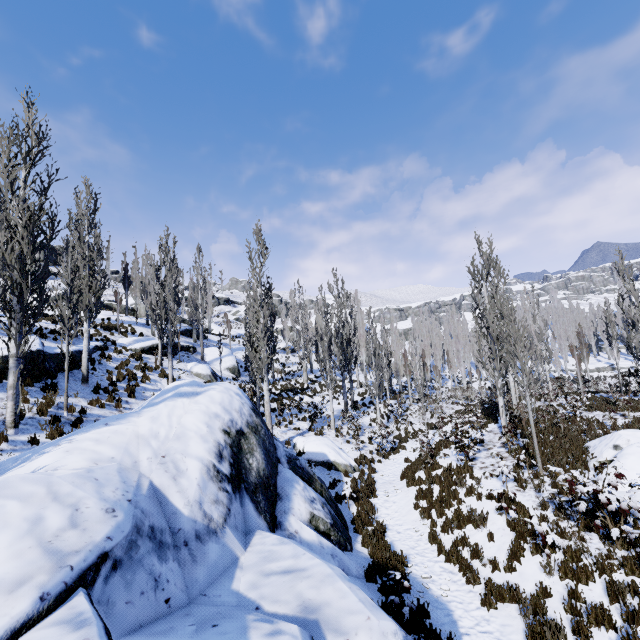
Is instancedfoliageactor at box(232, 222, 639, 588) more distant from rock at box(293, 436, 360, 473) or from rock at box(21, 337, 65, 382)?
rock at box(293, 436, 360, 473)

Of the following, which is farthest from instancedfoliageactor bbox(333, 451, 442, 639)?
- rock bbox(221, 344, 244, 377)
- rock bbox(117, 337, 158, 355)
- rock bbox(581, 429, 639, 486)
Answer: rock bbox(581, 429, 639, 486)

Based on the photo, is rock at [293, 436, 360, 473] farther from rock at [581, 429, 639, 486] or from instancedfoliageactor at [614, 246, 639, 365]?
rock at [581, 429, 639, 486]

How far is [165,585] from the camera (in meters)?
3.84

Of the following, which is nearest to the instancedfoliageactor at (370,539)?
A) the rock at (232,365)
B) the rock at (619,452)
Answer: the rock at (232,365)

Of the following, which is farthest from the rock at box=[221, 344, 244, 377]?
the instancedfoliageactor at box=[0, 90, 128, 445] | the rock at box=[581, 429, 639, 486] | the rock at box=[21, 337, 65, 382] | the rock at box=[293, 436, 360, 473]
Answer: the rock at box=[581, 429, 639, 486]

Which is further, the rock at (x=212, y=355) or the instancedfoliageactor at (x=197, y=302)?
the rock at (x=212, y=355)

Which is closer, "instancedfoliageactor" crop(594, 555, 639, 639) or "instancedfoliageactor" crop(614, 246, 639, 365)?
"instancedfoliageactor" crop(594, 555, 639, 639)
